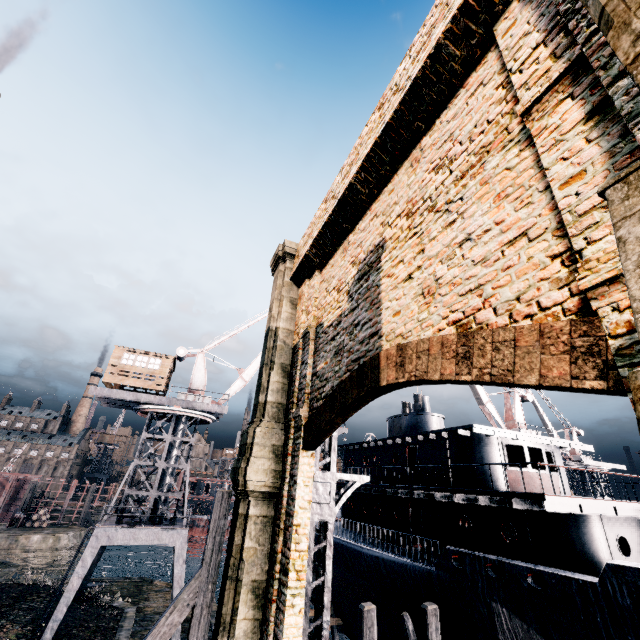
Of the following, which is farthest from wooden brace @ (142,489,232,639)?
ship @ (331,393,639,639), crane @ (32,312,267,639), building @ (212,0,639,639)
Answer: building @ (212,0,639,639)

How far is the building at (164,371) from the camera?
26.05m

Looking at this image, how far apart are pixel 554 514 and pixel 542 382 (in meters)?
13.36

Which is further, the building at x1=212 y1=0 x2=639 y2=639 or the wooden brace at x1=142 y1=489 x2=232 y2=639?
the wooden brace at x1=142 y1=489 x2=232 y2=639

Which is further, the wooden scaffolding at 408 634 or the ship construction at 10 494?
the ship construction at 10 494

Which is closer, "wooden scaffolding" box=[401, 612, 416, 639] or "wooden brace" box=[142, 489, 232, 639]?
"wooden brace" box=[142, 489, 232, 639]

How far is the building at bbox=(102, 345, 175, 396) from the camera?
26.05m

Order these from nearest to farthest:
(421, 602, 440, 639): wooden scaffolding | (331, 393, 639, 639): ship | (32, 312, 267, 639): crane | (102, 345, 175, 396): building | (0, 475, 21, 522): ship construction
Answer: (331, 393, 639, 639): ship → (421, 602, 440, 639): wooden scaffolding → (32, 312, 267, 639): crane → (102, 345, 175, 396): building → (0, 475, 21, 522): ship construction
